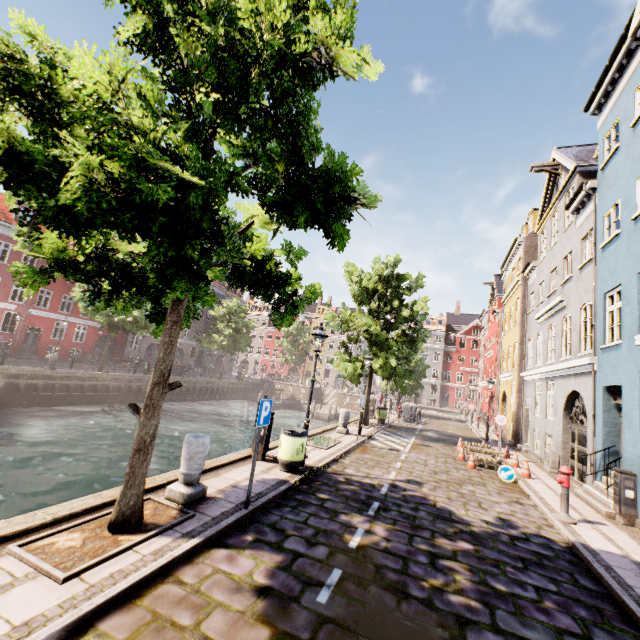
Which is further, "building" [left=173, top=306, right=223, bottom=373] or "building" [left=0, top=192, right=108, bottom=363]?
"building" [left=173, top=306, right=223, bottom=373]

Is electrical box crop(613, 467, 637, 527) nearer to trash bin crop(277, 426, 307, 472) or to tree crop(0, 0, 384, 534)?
trash bin crop(277, 426, 307, 472)

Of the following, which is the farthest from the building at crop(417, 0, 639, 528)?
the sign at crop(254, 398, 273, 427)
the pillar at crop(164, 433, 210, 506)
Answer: the pillar at crop(164, 433, 210, 506)

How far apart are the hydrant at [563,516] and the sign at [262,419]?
7.24m

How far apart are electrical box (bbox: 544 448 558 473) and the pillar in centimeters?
1389cm

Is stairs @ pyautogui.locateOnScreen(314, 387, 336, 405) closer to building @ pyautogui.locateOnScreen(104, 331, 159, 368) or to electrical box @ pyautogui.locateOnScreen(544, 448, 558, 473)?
building @ pyautogui.locateOnScreen(104, 331, 159, 368)

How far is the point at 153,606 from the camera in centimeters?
336cm

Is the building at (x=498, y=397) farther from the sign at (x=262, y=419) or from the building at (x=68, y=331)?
the building at (x=68, y=331)
